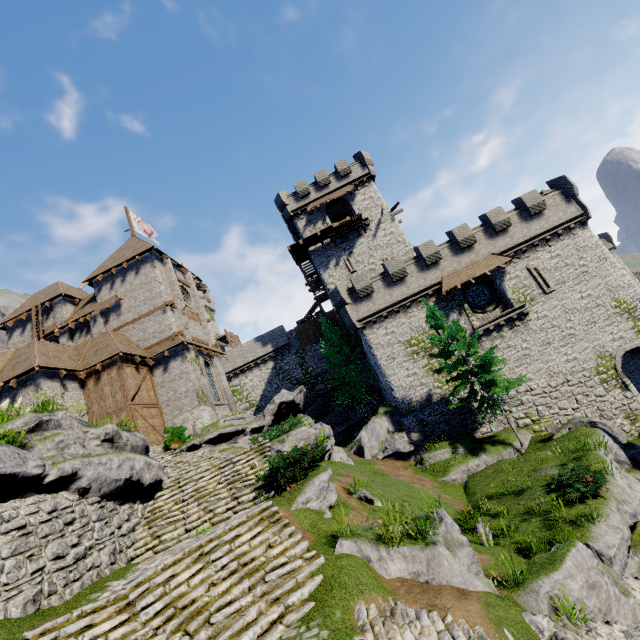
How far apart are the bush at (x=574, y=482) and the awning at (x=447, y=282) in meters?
13.2 m

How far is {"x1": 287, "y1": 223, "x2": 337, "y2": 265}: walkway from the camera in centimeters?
3269cm

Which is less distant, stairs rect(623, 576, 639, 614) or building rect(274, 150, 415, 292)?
stairs rect(623, 576, 639, 614)

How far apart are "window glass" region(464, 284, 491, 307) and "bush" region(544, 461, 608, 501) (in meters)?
13.95

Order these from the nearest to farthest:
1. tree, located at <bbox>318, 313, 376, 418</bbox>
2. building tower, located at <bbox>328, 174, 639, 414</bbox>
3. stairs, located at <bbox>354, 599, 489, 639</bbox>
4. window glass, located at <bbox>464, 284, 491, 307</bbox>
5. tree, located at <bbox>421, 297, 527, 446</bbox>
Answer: stairs, located at <bbox>354, 599, 489, 639</bbox> < tree, located at <bbox>421, 297, 527, 446</bbox> < building tower, located at <bbox>328, 174, 639, 414</bbox> < window glass, located at <bbox>464, 284, 491, 307</bbox> < tree, located at <bbox>318, 313, 376, 418</bbox>

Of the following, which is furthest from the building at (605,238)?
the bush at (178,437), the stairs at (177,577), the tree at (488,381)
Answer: the stairs at (177,577)

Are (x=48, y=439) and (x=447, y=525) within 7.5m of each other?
no

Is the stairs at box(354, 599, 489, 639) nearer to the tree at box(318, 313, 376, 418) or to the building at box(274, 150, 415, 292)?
the tree at box(318, 313, 376, 418)
